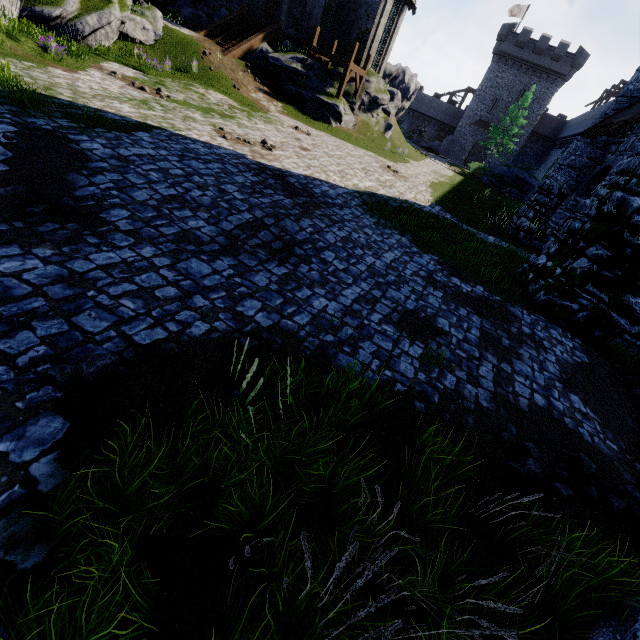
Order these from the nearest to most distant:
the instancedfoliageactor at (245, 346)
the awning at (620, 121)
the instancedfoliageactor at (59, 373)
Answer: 1. the instancedfoliageactor at (59, 373)
2. the instancedfoliageactor at (245, 346)
3. the awning at (620, 121)

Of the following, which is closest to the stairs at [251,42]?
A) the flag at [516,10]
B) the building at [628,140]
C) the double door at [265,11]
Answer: the double door at [265,11]

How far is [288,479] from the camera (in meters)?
2.97

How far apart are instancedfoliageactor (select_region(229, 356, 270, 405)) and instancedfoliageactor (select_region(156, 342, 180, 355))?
0.7 meters

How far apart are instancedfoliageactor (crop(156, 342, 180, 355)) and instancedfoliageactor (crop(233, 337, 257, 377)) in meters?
0.7 m

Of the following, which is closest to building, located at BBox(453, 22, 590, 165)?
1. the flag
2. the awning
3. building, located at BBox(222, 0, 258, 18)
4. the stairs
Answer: the flag

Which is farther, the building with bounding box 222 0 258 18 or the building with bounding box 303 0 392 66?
the building with bounding box 222 0 258 18

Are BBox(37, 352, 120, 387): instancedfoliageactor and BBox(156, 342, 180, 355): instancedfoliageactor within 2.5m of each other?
yes
